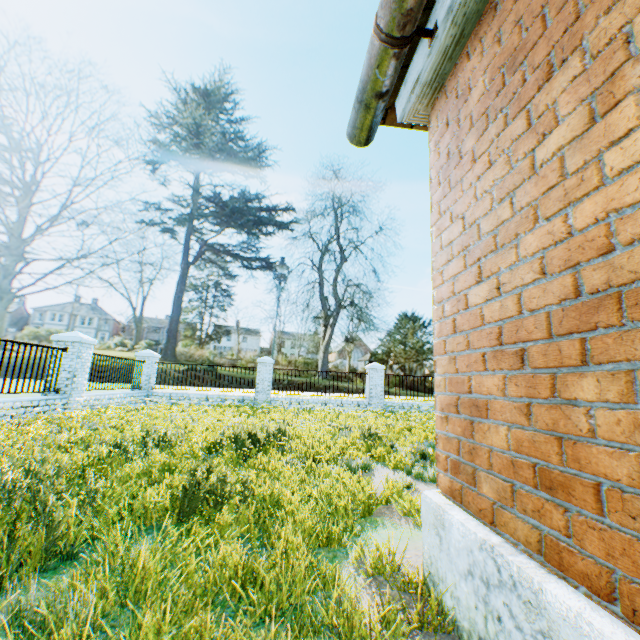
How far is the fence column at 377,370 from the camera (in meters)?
15.97

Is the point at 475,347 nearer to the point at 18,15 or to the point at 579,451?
the point at 579,451

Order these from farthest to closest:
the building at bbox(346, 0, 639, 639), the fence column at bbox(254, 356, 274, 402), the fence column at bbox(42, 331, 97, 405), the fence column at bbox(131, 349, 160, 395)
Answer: the fence column at bbox(254, 356, 274, 402)
the fence column at bbox(131, 349, 160, 395)
the fence column at bbox(42, 331, 97, 405)
the building at bbox(346, 0, 639, 639)

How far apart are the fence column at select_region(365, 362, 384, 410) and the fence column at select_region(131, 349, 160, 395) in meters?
10.3 m

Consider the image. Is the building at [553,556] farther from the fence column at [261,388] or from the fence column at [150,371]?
the fence column at [150,371]

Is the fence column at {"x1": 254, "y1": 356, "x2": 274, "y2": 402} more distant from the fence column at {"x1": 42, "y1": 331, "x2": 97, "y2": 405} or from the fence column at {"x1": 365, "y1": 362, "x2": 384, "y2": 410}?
the fence column at {"x1": 42, "y1": 331, "x2": 97, "y2": 405}

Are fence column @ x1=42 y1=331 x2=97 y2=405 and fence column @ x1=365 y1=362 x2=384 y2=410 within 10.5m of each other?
no

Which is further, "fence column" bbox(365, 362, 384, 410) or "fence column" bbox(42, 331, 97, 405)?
"fence column" bbox(365, 362, 384, 410)
